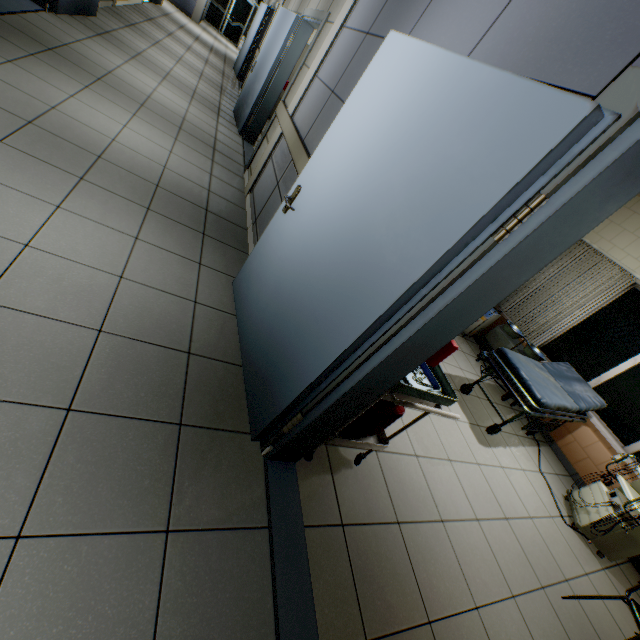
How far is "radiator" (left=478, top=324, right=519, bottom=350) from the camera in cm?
575

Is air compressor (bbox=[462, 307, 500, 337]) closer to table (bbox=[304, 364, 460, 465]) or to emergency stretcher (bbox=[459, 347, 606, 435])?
emergency stretcher (bbox=[459, 347, 606, 435])

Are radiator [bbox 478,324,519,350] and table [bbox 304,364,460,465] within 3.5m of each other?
no

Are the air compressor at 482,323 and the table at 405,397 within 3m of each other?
no

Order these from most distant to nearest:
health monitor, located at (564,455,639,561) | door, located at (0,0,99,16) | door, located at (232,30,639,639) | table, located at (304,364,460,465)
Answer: door, located at (0,0,99,16) → health monitor, located at (564,455,639,561) → table, located at (304,364,460,465) → door, located at (232,30,639,639)

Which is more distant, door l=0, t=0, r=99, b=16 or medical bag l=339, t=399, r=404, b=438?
door l=0, t=0, r=99, b=16

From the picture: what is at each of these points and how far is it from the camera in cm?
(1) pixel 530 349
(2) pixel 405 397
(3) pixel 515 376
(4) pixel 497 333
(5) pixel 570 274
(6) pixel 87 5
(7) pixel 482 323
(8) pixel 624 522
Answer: (1) surgical pallet, 503
(2) table, 177
(3) emergency stretcher, 356
(4) radiator, 597
(5) blinds, 537
(6) door, 519
(7) air compressor, 576
(8) health monitor, 335

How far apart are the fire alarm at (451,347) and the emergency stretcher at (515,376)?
2.6 meters
